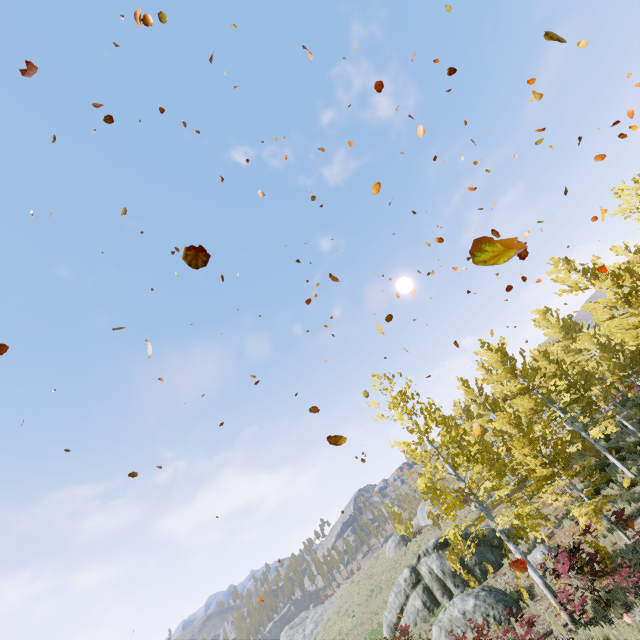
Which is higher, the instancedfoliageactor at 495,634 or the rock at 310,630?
the rock at 310,630

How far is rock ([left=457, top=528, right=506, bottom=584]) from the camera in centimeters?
1898cm

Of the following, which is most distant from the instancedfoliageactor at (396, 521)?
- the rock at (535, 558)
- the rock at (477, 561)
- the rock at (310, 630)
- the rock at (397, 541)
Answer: the rock at (397, 541)

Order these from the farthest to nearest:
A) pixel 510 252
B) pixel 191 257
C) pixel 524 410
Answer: pixel 524 410 → pixel 191 257 → pixel 510 252

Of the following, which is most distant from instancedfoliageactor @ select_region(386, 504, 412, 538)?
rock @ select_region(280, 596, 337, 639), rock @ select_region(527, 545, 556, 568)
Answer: rock @ select_region(280, 596, 337, 639)

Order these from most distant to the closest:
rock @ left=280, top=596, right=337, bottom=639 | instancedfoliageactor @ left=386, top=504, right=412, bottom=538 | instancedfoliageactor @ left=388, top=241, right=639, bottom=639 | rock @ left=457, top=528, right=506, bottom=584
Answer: rock @ left=280, top=596, right=337, bottom=639
instancedfoliageactor @ left=386, top=504, right=412, bottom=538
rock @ left=457, top=528, right=506, bottom=584
instancedfoliageactor @ left=388, top=241, right=639, bottom=639

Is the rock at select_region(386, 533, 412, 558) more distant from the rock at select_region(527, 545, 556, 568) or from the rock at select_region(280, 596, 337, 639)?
the rock at select_region(527, 545, 556, 568)

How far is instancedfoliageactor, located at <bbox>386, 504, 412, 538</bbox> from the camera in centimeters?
2820cm
